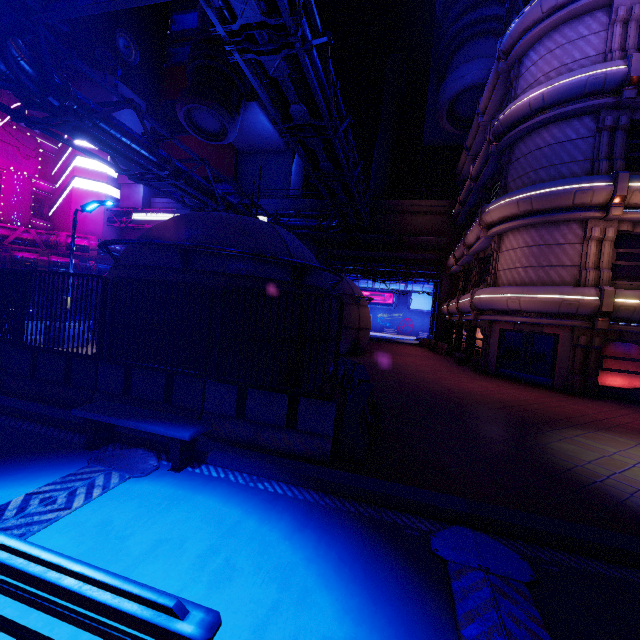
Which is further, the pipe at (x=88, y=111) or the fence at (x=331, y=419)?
the pipe at (x=88, y=111)

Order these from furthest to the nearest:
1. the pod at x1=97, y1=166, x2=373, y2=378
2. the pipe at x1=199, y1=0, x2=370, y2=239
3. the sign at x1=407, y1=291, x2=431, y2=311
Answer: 1. the sign at x1=407, y1=291, x2=431, y2=311
2. the pipe at x1=199, y1=0, x2=370, y2=239
3. the pod at x1=97, y1=166, x2=373, y2=378

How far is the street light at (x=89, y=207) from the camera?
13.0m

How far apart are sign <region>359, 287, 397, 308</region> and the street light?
43.2m

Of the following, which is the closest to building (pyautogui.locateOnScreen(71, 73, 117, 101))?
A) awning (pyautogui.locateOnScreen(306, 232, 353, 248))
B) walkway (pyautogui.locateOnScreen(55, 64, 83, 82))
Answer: walkway (pyautogui.locateOnScreen(55, 64, 83, 82))

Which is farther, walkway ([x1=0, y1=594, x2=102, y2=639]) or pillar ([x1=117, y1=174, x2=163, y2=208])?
pillar ([x1=117, y1=174, x2=163, y2=208])

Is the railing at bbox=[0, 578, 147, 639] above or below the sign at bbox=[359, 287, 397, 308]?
below

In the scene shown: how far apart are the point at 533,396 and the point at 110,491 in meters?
Result: 14.0
